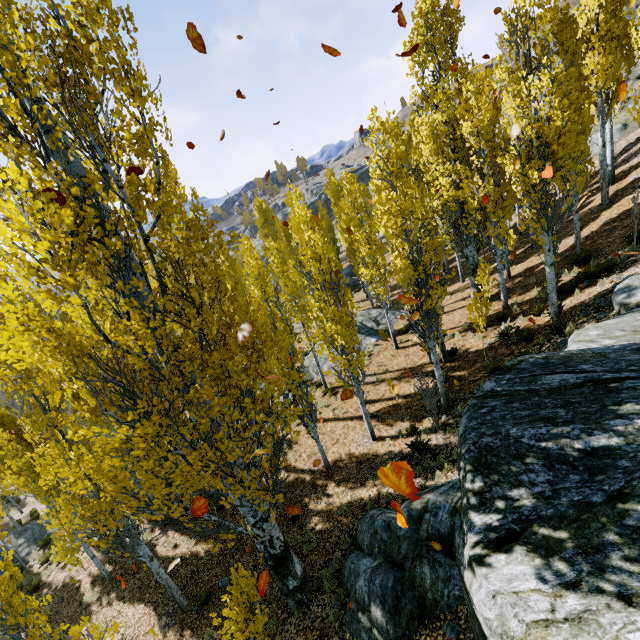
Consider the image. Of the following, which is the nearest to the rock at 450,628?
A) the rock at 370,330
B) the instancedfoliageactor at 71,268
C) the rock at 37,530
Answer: the instancedfoliageactor at 71,268

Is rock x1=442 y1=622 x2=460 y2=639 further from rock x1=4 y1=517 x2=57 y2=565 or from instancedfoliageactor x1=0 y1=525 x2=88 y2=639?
rock x1=4 y1=517 x2=57 y2=565

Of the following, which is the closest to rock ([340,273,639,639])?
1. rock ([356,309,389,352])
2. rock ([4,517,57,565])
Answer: rock ([356,309,389,352])

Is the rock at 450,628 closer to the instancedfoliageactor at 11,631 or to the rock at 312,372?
the instancedfoliageactor at 11,631

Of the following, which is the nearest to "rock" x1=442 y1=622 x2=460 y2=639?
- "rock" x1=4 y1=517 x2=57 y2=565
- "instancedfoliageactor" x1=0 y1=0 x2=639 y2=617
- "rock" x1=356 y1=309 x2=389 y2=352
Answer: "instancedfoliageactor" x1=0 y1=0 x2=639 y2=617

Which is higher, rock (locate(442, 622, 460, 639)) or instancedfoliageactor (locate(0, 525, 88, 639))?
instancedfoliageactor (locate(0, 525, 88, 639))

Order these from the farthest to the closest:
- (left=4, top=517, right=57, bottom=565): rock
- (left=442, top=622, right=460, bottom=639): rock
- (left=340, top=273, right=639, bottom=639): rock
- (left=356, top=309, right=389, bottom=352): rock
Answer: (left=356, top=309, right=389, bottom=352): rock < (left=4, top=517, right=57, bottom=565): rock < (left=442, top=622, right=460, bottom=639): rock < (left=340, top=273, right=639, bottom=639): rock

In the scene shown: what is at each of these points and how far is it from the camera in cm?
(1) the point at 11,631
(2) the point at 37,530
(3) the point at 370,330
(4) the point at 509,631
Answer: (1) instancedfoliageactor, 676
(2) rock, 2086
(3) rock, 2145
(4) rock, 221
